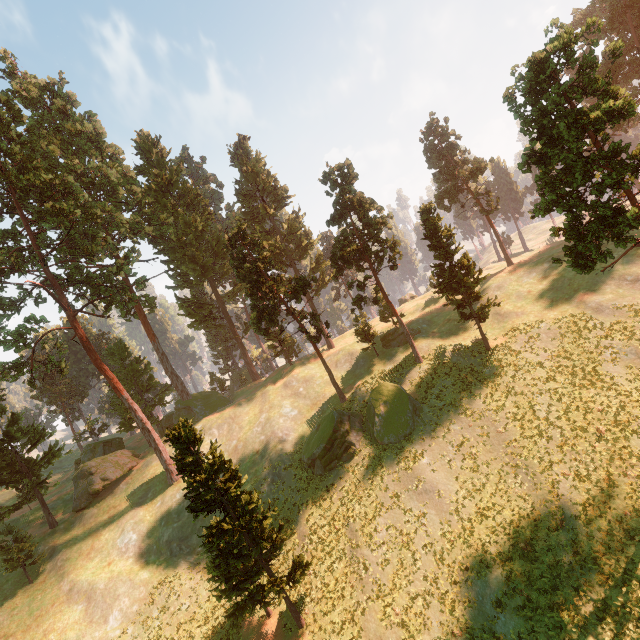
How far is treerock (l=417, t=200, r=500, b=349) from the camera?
31.17m

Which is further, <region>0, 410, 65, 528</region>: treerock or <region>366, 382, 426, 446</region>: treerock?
<region>0, 410, 65, 528</region>: treerock

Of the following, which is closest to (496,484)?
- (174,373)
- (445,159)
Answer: (445,159)

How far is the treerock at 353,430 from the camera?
31.3m

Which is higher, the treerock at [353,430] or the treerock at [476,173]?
the treerock at [476,173]
